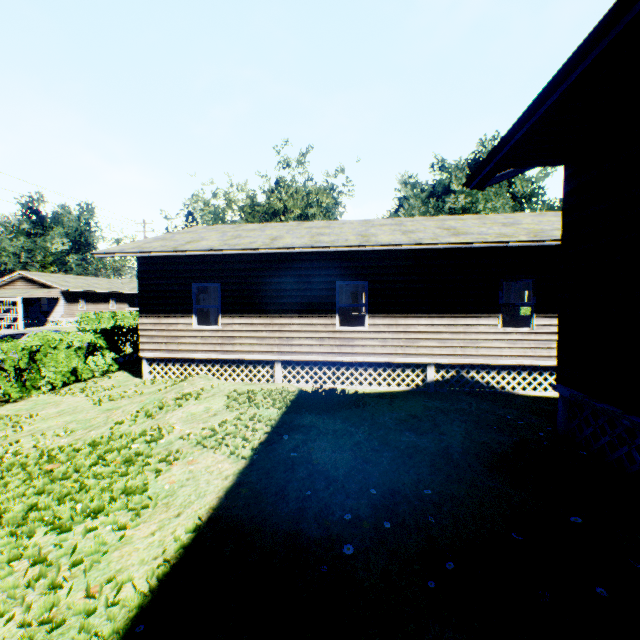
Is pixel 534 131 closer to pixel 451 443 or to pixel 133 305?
pixel 451 443
